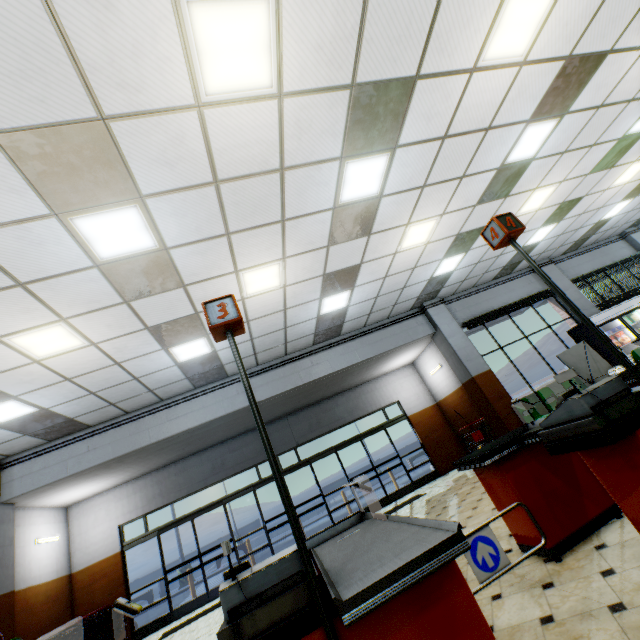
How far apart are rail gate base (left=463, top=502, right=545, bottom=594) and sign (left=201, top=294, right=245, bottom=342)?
1.60m

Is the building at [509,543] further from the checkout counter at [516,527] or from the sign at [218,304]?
the sign at [218,304]

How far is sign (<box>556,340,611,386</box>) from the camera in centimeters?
695cm

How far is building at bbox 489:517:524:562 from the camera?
3.3 meters

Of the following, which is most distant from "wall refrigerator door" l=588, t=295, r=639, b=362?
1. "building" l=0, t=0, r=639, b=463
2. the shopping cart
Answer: the shopping cart

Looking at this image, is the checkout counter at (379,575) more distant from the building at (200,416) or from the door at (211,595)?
the door at (211,595)

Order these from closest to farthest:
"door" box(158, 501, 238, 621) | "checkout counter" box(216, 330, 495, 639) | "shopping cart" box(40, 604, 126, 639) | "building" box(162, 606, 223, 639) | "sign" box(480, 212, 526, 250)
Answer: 1. "checkout counter" box(216, 330, 495, 639)
2. "sign" box(480, 212, 526, 250)
3. "building" box(162, 606, 223, 639)
4. "shopping cart" box(40, 604, 126, 639)
5. "door" box(158, 501, 238, 621)

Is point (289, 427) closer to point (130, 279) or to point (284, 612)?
point (130, 279)
